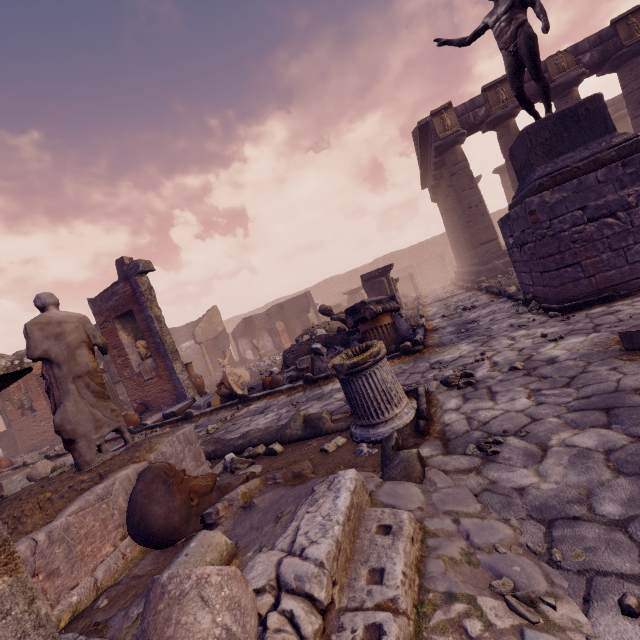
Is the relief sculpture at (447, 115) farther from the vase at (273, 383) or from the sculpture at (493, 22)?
the vase at (273, 383)

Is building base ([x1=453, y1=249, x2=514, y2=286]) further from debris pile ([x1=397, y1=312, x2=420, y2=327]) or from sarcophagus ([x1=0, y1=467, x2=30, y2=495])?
sarcophagus ([x1=0, y1=467, x2=30, y2=495])

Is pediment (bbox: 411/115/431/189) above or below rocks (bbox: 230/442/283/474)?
above

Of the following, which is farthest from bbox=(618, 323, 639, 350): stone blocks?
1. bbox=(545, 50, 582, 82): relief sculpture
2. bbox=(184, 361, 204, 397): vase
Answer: bbox=(545, 50, 582, 82): relief sculpture

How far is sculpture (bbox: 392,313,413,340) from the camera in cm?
738

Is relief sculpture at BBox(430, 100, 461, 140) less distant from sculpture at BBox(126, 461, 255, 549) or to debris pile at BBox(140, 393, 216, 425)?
debris pile at BBox(140, 393, 216, 425)

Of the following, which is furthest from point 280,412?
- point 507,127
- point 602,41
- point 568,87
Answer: point 602,41

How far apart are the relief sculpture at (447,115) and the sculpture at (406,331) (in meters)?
10.06
